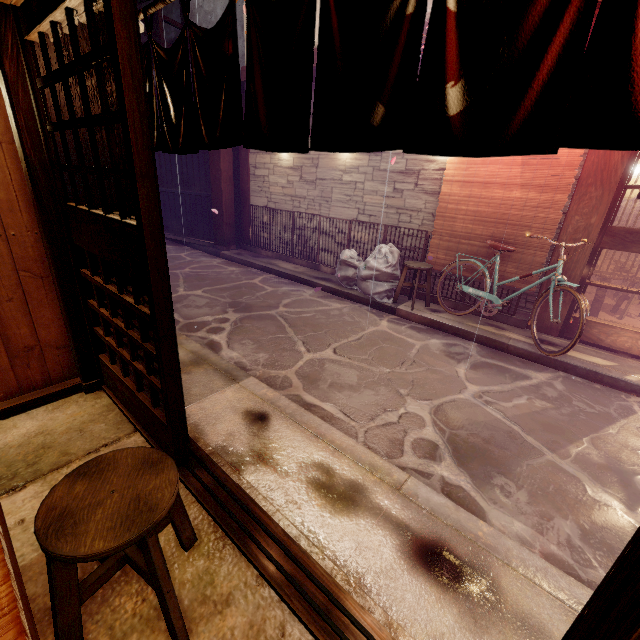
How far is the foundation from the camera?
16.4 meters

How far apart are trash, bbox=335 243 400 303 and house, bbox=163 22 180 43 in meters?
18.4

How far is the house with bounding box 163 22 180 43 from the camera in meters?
19.1 m

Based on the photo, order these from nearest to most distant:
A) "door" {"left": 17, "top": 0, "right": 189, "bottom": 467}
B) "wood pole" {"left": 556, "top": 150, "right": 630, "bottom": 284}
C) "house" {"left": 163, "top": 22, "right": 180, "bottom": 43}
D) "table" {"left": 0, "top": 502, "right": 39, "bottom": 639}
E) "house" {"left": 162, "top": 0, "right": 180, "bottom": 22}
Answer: "table" {"left": 0, "top": 502, "right": 39, "bottom": 639}, "door" {"left": 17, "top": 0, "right": 189, "bottom": 467}, "wood pole" {"left": 556, "top": 150, "right": 630, "bottom": 284}, "house" {"left": 162, "top": 0, "right": 180, "bottom": 22}, "house" {"left": 163, "top": 22, "right": 180, "bottom": 43}

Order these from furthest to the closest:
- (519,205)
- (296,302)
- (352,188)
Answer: (352,188) → (296,302) → (519,205)

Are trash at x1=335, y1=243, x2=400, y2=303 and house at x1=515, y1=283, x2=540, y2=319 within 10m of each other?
yes

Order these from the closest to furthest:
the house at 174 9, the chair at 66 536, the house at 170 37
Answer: the chair at 66 536
the house at 174 9
the house at 170 37

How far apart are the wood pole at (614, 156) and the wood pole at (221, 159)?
13.5m
